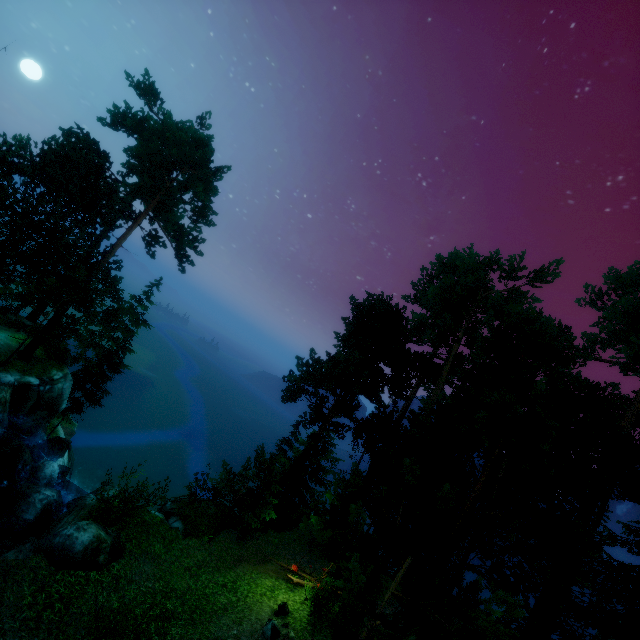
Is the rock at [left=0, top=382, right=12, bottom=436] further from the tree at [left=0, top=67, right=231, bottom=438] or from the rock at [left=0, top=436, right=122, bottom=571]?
the tree at [left=0, top=67, right=231, bottom=438]

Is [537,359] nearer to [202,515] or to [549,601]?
[549,601]

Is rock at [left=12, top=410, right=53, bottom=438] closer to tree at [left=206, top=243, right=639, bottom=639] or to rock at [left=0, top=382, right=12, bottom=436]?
rock at [left=0, top=382, right=12, bottom=436]

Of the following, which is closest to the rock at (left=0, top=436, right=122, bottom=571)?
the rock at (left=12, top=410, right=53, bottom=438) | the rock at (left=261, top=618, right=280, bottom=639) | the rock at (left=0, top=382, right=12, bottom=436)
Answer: the rock at (left=0, top=382, right=12, bottom=436)

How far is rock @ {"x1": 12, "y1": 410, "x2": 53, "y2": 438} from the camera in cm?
2120

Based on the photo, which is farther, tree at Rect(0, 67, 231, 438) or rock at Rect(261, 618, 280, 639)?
tree at Rect(0, 67, 231, 438)

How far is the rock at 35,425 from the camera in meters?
21.2 m

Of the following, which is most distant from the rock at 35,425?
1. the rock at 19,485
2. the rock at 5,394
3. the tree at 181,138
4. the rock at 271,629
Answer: the rock at 271,629
